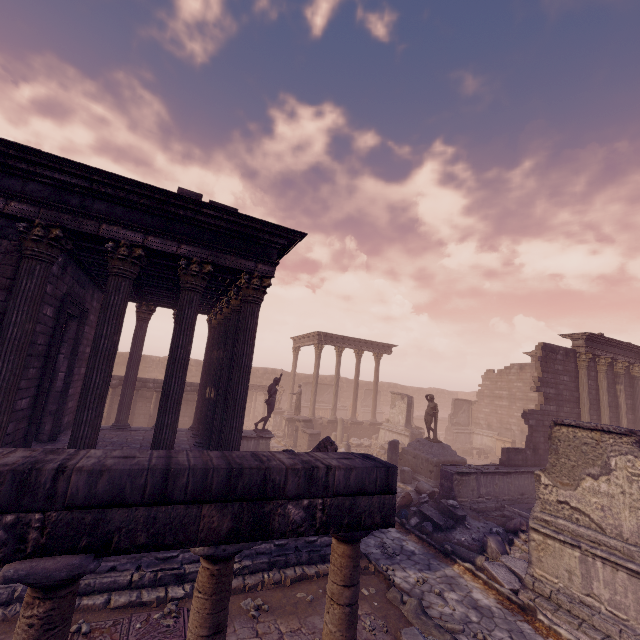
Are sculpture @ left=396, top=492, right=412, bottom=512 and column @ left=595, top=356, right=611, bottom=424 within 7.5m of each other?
no

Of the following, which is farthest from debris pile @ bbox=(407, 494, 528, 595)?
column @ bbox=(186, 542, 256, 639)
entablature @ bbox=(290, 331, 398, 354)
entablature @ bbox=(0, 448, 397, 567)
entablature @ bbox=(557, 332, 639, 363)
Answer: entablature @ bbox=(290, 331, 398, 354)

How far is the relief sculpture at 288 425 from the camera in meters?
22.8

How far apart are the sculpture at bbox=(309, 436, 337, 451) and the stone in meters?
3.7

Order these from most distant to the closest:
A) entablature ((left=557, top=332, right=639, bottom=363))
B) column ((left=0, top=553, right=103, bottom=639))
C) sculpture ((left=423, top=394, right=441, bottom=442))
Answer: entablature ((left=557, top=332, right=639, bottom=363)), sculpture ((left=423, top=394, right=441, bottom=442)), column ((left=0, top=553, right=103, bottom=639))

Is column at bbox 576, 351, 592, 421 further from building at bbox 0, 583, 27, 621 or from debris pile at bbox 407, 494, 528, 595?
building at bbox 0, 583, 27, 621

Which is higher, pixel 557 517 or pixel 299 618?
pixel 557 517

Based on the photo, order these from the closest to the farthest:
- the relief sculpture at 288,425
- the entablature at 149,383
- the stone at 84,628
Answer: the stone at 84,628 < the entablature at 149,383 < the relief sculpture at 288,425
